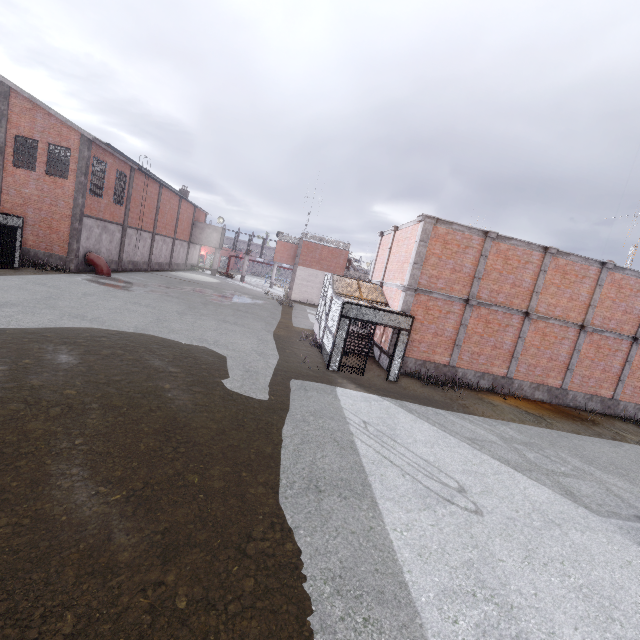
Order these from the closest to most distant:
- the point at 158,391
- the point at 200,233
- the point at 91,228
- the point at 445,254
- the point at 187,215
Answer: the point at 158,391, the point at 445,254, the point at 91,228, the point at 187,215, the point at 200,233

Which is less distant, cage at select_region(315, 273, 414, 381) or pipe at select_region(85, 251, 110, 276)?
cage at select_region(315, 273, 414, 381)

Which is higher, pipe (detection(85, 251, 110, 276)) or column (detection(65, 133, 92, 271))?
column (detection(65, 133, 92, 271))

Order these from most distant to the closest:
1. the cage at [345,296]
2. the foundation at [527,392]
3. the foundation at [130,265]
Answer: the foundation at [130,265] → the foundation at [527,392] → the cage at [345,296]

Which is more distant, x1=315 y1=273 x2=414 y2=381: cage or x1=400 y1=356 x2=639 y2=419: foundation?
x1=400 y1=356 x2=639 y2=419: foundation

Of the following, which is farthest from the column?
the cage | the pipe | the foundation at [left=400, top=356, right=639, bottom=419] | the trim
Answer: the foundation at [left=400, top=356, right=639, bottom=419]

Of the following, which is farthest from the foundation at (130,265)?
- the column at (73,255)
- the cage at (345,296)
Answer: the cage at (345,296)

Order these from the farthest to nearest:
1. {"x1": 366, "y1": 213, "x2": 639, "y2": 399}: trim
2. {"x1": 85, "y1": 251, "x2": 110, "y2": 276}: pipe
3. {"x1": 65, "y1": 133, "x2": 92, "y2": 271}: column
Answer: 1. {"x1": 85, "y1": 251, "x2": 110, "y2": 276}: pipe
2. {"x1": 65, "y1": 133, "x2": 92, "y2": 271}: column
3. {"x1": 366, "y1": 213, "x2": 639, "y2": 399}: trim
